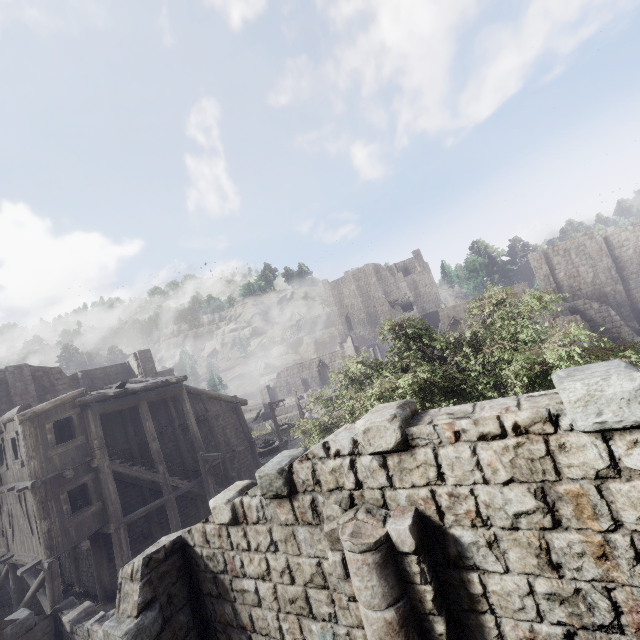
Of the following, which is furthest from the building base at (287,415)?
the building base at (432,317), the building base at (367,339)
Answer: the building base at (432,317)

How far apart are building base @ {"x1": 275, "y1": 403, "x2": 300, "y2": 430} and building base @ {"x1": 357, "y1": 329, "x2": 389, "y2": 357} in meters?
18.3

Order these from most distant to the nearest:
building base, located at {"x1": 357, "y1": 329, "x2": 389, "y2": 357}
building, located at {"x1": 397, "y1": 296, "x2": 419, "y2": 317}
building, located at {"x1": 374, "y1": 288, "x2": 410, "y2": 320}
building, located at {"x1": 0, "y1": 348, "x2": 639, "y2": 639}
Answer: building base, located at {"x1": 357, "y1": 329, "x2": 389, "y2": 357} < building, located at {"x1": 374, "y1": 288, "x2": 410, "y2": 320} < building, located at {"x1": 397, "y1": 296, "x2": 419, "y2": 317} < building, located at {"x1": 0, "y1": 348, "x2": 639, "y2": 639}

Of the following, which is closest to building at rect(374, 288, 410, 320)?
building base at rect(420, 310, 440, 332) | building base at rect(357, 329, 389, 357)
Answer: building base at rect(420, 310, 440, 332)

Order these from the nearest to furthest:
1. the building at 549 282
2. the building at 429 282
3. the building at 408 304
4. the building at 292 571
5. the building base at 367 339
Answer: the building at 292 571, the building at 549 282, the building at 429 282, the building at 408 304, the building base at 367 339

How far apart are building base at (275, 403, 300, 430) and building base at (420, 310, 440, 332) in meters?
23.7

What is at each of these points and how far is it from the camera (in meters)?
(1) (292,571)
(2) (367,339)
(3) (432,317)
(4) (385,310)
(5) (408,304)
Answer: (1) building, 5.08
(2) building base, 59.34
(3) building base, 56.47
(4) building, 52.97
(5) building, 57.38

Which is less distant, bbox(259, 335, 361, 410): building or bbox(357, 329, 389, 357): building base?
bbox(259, 335, 361, 410): building
